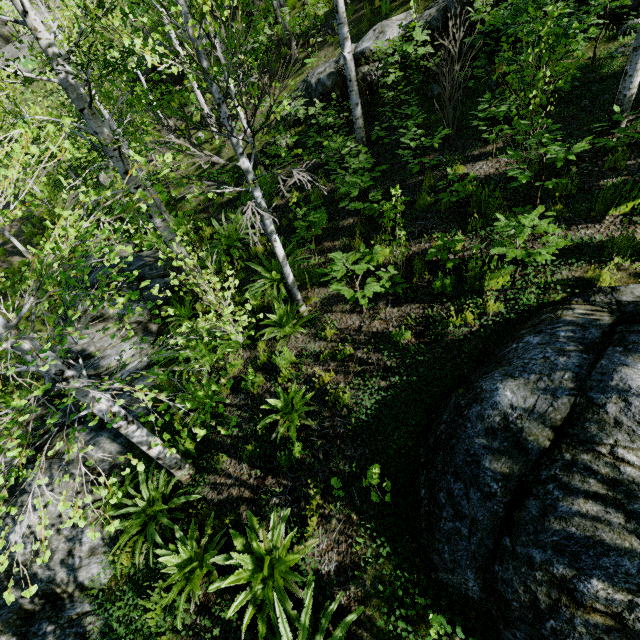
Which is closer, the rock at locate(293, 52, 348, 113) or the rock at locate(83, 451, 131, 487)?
the rock at locate(83, 451, 131, 487)

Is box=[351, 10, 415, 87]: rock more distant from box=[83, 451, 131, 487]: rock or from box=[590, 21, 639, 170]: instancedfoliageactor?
box=[83, 451, 131, 487]: rock

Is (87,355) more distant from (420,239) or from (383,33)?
(383,33)

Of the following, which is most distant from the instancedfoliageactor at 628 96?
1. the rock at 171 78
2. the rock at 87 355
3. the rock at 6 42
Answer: the rock at 6 42

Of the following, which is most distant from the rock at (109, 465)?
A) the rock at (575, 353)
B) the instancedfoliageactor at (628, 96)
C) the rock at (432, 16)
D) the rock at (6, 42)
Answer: the rock at (6, 42)

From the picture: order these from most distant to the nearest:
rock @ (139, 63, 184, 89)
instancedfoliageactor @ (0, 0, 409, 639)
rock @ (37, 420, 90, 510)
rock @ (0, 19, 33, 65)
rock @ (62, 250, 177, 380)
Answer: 1. rock @ (0, 19, 33, 65)
2. rock @ (139, 63, 184, 89)
3. rock @ (62, 250, 177, 380)
4. rock @ (37, 420, 90, 510)
5. instancedfoliageactor @ (0, 0, 409, 639)

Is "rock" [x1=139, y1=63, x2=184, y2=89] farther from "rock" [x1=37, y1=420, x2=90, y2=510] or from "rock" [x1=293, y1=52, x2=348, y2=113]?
"rock" [x1=37, y1=420, x2=90, y2=510]
